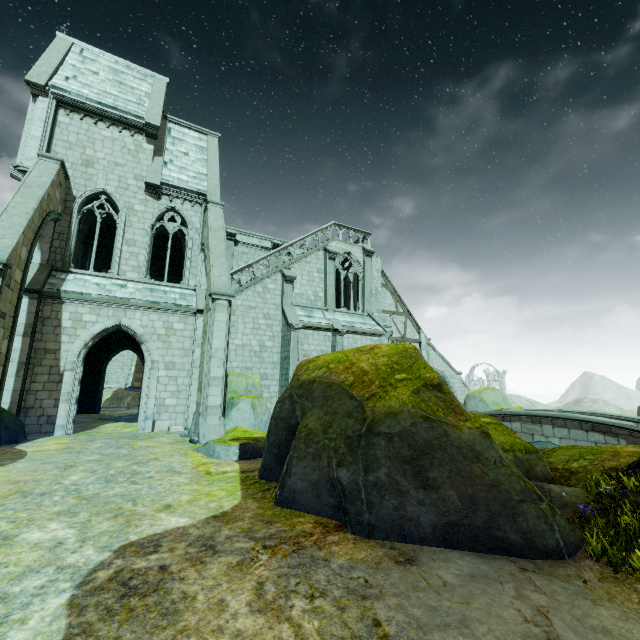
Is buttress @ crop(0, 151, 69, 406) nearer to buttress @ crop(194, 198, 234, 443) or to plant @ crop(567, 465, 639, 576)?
buttress @ crop(194, 198, 234, 443)

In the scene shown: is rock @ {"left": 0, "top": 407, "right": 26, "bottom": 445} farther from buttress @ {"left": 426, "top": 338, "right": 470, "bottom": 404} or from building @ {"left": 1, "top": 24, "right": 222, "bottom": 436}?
buttress @ {"left": 426, "top": 338, "right": 470, "bottom": 404}

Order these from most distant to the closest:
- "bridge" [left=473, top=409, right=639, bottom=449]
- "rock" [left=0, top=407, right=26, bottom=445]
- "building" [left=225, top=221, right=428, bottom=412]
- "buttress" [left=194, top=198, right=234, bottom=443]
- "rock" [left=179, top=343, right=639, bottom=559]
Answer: "building" [left=225, top=221, right=428, bottom=412]
"bridge" [left=473, top=409, right=639, bottom=449]
"buttress" [left=194, top=198, right=234, bottom=443]
"rock" [left=0, top=407, right=26, bottom=445]
"rock" [left=179, top=343, right=639, bottom=559]

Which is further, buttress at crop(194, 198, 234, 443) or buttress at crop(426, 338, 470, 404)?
buttress at crop(426, 338, 470, 404)

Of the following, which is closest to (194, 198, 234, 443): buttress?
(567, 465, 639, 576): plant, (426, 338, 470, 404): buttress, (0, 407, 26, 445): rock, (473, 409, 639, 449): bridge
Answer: (0, 407, 26, 445): rock

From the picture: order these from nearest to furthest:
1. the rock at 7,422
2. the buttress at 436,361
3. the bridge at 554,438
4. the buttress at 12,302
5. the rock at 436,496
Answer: the rock at 436,496 < the buttress at 12,302 < the rock at 7,422 < the bridge at 554,438 < the buttress at 436,361

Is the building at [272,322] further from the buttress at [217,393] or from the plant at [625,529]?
the plant at [625,529]

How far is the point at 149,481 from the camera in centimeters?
718cm
